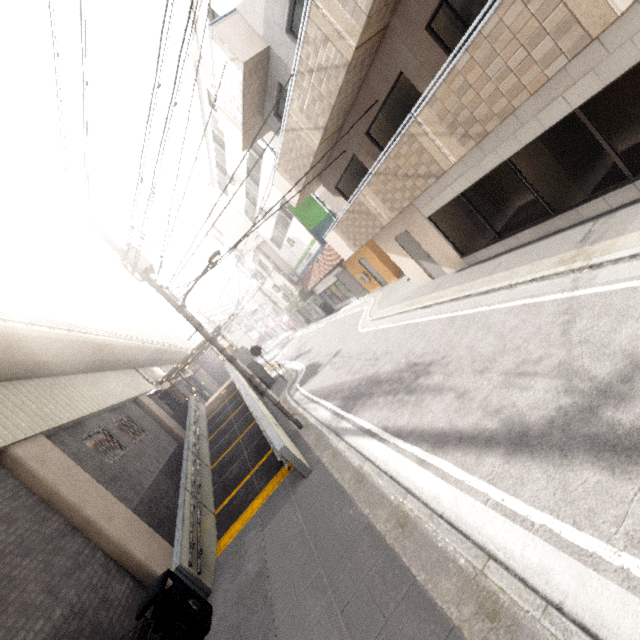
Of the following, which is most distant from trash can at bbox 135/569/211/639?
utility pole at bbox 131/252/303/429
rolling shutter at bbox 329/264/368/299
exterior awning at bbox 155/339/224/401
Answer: rolling shutter at bbox 329/264/368/299

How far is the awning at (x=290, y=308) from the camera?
21.8 meters

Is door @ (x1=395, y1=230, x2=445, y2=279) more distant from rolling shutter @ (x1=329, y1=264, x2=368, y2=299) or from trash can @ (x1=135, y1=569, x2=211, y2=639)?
trash can @ (x1=135, y1=569, x2=211, y2=639)

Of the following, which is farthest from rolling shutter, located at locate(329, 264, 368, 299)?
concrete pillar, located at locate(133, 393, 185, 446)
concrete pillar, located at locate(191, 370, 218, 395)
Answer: concrete pillar, located at locate(191, 370, 218, 395)

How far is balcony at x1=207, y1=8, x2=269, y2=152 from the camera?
8.9 meters

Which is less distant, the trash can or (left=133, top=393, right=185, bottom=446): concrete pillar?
the trash can

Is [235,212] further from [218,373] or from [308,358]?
[218,373]

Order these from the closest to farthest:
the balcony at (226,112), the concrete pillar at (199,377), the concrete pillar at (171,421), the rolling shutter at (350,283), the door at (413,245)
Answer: the balcony at (226,112), the door at (413,245), the concrete pillar at (171,421), the rolling shutter at (350,283), the concrete pillar at (199,377)
